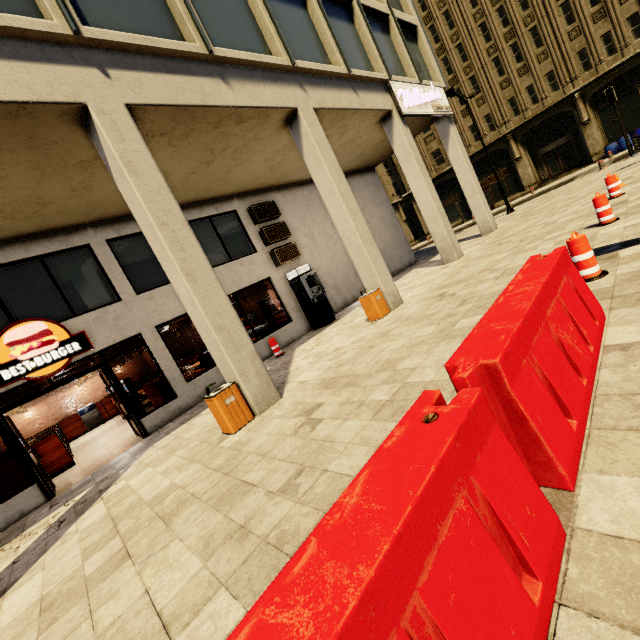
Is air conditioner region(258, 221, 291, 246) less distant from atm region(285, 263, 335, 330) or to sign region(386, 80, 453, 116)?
atm region(285, 263, 335, 330)

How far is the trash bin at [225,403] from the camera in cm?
562

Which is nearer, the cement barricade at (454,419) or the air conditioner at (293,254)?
the cement barricade at (454,419)

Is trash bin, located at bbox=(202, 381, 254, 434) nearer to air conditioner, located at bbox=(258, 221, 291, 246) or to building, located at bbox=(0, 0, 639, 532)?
building, located at bbox=(0, 0, 639, 532)

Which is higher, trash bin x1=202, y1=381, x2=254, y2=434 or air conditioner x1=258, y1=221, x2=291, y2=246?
air conditioner x1=258, y1=221, x2=291, y2=246

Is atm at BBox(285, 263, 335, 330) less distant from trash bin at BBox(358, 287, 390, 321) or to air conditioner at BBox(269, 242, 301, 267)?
air conditioner at BBox(269, 242, 301, 267)

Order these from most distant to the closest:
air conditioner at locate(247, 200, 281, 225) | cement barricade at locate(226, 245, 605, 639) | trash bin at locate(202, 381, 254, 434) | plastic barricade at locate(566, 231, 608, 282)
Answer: air conditioner at locate(247, 200, 281, 225), trash bin at locate(202, 381, 254, 434), plastic barricade at locate(566, 231, 608, 282), cement barricade at locate(226, 245, 605, 639)

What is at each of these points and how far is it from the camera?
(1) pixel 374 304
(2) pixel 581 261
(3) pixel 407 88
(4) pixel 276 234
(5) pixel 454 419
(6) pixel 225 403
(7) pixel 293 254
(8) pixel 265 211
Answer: (1) trash bin, 8.8m
(2) plastic barricade, 4.6m
(3) sign, 12.4m
(4) air conditioner, 12.6m
(5) cement barricade, 1.5m
(6) trash bin, 5.7m
(7) air conditioner, 12.9m
(8) air conditioner, 12.5m
